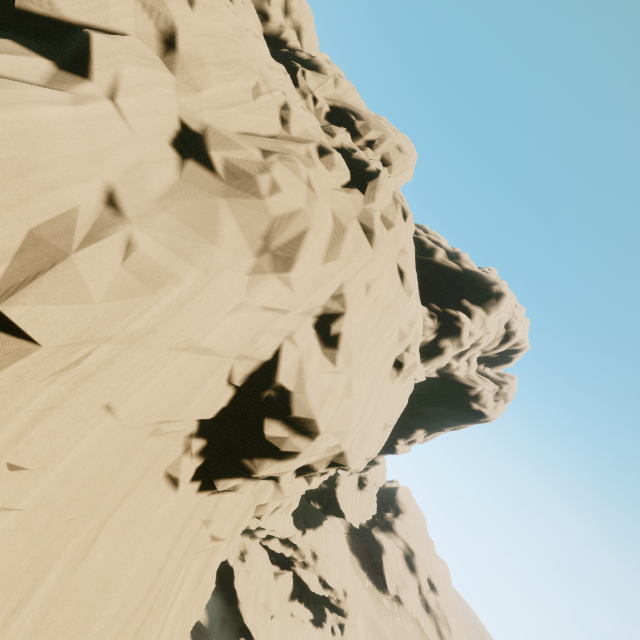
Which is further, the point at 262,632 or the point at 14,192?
the point at 262,632
